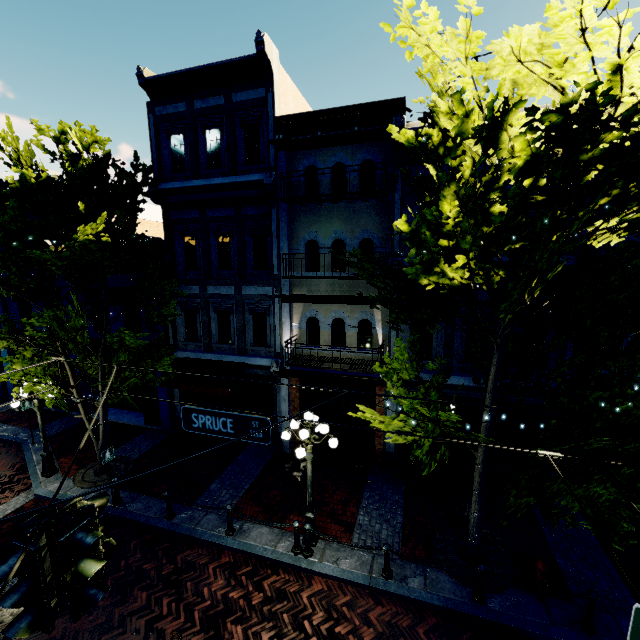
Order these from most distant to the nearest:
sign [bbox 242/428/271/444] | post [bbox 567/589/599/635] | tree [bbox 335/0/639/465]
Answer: post [bbox 567/589/599/635] < sign [bbox 242/428/271/444] < tree [bbox 335/0/639/465]

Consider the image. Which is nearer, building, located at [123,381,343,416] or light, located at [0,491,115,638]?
light, located at [0,491,115,638]

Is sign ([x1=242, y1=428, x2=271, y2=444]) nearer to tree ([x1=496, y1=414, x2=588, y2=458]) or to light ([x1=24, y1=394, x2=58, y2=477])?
tree ([x1=496, y1=414, x2=588, y2=458])

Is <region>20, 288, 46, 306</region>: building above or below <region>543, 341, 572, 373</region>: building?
above

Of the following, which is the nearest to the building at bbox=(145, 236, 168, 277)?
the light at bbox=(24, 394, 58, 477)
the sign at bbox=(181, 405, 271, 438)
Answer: the light at bbox=(24, 394, 58, 477)

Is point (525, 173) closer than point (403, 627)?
Yes

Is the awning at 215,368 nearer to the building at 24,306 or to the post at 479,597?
the building at 24,306

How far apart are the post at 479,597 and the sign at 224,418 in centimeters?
496cm
